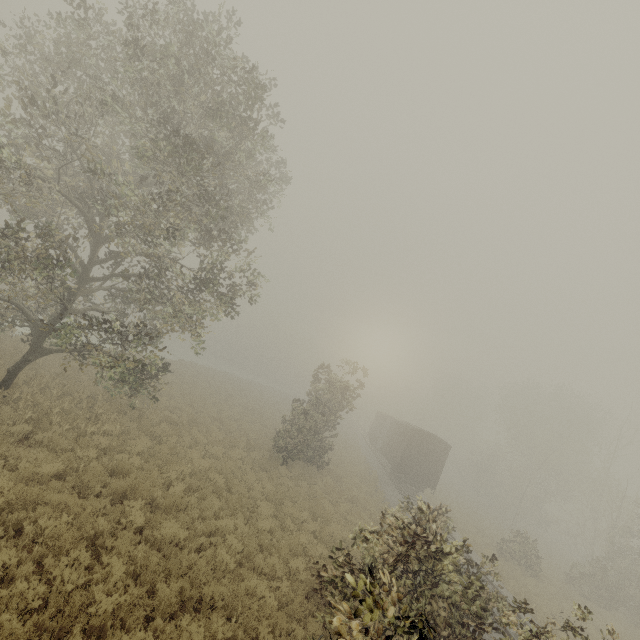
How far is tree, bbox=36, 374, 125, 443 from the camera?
10.72m

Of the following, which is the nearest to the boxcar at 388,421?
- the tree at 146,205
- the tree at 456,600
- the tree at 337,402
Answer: the tree at 337,402

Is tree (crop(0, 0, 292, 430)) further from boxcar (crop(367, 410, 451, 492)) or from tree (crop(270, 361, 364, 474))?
boxcar (crop(367, 410, 451, 492))

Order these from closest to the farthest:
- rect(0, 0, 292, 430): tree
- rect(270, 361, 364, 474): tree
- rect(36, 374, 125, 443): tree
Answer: rect(0, 0, 292, 430): tree → rect(36, 374, 125, 443): tree → rect(270, 361, 364, 474): tree

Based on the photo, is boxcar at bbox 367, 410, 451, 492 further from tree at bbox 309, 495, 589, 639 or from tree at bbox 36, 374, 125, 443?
tree at bbox 36, 374, 125, 443

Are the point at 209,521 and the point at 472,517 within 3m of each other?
no

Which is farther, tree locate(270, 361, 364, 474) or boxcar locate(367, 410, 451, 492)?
boxcar locate(367, 410, 451, 492)

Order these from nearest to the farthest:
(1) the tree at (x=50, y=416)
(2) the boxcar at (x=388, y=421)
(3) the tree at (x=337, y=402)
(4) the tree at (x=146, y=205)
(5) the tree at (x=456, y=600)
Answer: (5) the tree at (x=456, y=600) < (4) the tree at (x=146, y=205) < (1) the tree at (x=50, y=416) < (3) the tree at (x=337, y=402) < (2) the boxcar at (x=388, y=421)
